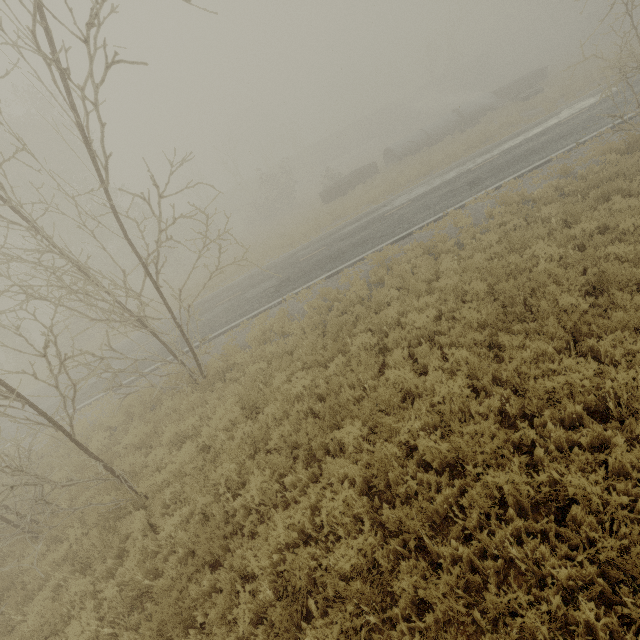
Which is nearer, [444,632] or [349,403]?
[444,632]

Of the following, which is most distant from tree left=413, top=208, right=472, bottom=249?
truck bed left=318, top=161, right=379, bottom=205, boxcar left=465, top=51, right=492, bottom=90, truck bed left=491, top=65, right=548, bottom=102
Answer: boxcar left=465, top=51, right=492, bottom=90

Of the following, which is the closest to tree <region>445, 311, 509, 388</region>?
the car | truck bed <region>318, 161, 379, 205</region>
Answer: truck bed <region>318, 161, 379, 205</region>

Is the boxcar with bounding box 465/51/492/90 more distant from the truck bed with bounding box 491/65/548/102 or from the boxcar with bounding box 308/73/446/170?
the truck bed with bounding box 491/65/548/102

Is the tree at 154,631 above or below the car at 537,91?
below

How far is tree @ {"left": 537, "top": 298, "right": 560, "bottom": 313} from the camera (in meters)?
6.01

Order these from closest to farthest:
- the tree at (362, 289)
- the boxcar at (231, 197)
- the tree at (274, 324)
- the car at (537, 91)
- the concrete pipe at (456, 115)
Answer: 1. the tree at (362, 289)
2. the tree at (274, 324)
3. the car at (537, 91)
4. the concrete pipe at (456, 115)
5. the boxcar at (231, 197)
